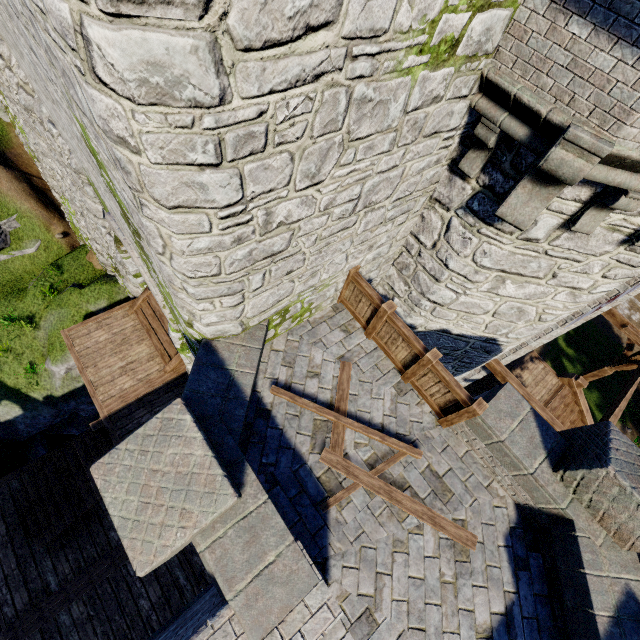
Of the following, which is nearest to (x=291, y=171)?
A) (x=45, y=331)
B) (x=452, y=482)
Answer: (x=452, y=482)

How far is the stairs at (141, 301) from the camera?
9.7 meters

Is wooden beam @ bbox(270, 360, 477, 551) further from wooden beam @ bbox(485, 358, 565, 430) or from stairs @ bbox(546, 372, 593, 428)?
stairs @ bbox(546, 372, 593, 428)

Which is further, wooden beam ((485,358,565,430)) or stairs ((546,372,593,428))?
stairs ((546,372,593,428))

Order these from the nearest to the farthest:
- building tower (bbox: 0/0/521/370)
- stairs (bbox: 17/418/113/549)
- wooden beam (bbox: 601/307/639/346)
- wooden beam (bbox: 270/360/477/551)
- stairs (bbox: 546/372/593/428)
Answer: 1. building tower (bbox: 0/0/521/370)
2. wooden beam (bbox: 270/360/477/551)
3. stairs (bbox: 17/418/113/549)
4. wooden beam (bbox: 601/307/639/346)
5. stairs (bbox: 546/372/593/428)

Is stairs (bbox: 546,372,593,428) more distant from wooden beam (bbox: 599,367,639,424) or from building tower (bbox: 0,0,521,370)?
building tower (bbox: 0,0,521,370)

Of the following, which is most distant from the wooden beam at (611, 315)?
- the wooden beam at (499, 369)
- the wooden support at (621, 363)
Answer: the wooden beam at (499, 369)

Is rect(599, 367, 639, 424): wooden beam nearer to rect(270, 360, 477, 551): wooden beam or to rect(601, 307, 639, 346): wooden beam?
rect(601, 307, 639, 346): wooden beam
